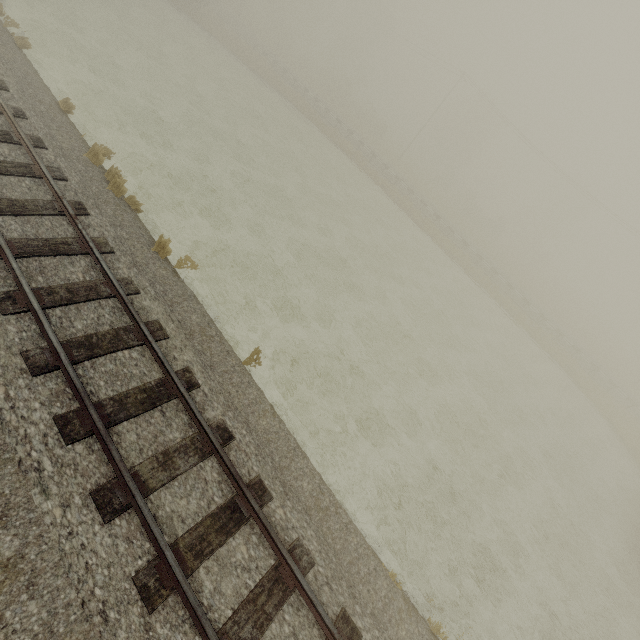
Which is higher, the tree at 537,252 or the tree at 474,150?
the tree at 474,150

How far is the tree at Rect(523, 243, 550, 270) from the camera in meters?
54.1

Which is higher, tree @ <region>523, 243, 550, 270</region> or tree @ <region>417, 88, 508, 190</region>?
tree @ <region>417, 88, 508, 190</region>

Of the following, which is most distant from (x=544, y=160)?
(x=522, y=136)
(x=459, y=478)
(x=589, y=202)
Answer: (x=459, y=478)

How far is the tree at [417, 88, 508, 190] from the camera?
51.53m

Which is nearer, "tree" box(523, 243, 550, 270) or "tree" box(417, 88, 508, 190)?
"tree" box(417, 88, 508, 190)

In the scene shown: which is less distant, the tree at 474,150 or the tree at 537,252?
the tree at 474,150
